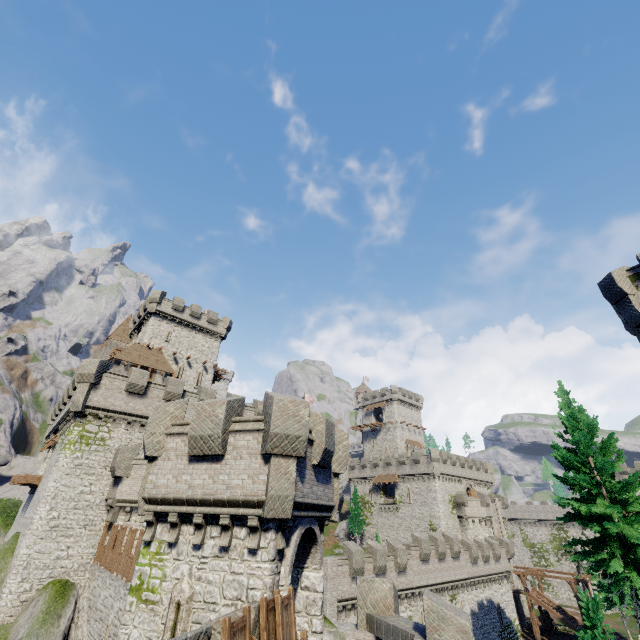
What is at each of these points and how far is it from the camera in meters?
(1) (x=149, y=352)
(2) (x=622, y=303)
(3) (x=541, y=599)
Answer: (1) building, 39.0
(2) building, 20.5
(3) stairs, 45.3

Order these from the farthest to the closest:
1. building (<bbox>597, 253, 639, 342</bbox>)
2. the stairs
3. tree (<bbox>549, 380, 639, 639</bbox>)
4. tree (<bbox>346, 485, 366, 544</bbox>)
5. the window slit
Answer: tree (<bbox>346, 485, 366, 544</bbox>) < the stairs < building (<bbox>597, 253, 639, 342</bbox>) < tree (<bbox>549, 380, 639, 639</bbox>) < the window slit

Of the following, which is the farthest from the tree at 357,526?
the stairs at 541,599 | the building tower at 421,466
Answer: the stairs at 541,599

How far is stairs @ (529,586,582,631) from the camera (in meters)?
41.71

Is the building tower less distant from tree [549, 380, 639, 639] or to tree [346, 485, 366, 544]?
tree [346, 485, 366, 544]

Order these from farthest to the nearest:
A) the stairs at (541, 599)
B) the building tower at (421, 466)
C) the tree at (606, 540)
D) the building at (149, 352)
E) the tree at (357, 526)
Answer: the tree at (357, 526) → the building tower at (421, 466) → the stairs at (541, 599) → the building at (149, 352) → the tree at (606, 540)

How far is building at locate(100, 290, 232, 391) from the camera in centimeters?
3766cm

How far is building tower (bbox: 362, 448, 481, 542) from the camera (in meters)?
50.75
